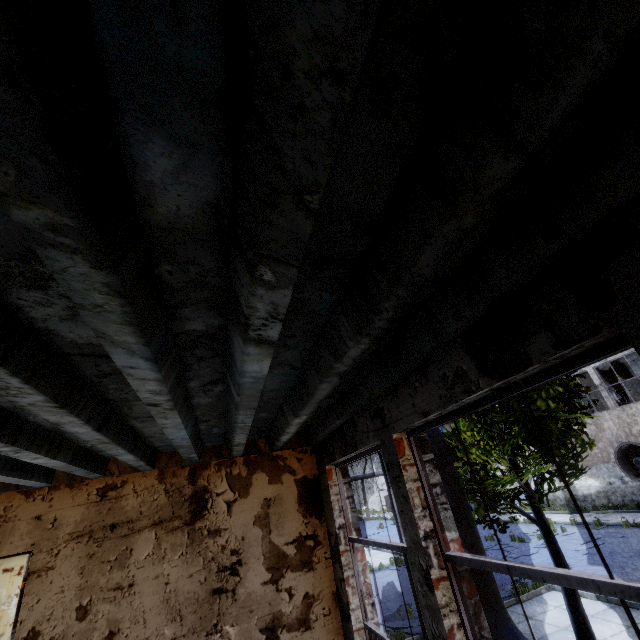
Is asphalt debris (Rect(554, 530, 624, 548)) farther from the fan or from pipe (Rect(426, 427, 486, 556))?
pipe (Rect(426, 427, 486, 556))

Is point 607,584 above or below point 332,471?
below

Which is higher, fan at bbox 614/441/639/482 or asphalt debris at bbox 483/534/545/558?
fan at bbox 614/441/639/482

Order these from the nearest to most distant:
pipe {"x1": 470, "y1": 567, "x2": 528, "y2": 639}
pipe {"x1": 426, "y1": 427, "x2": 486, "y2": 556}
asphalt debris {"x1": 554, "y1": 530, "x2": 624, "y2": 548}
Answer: pipe {"x1": 470, "y1": 567, "x2": 528, "y2": 639} < pipe {"x1": 426, "y1": 427, "x2": 486, "y2": 556} < asphalt debris {"x1": 554, "y1": 530, "x2": 624, "y2": 548}

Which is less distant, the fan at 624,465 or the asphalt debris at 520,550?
the asphalt debris at 520,550

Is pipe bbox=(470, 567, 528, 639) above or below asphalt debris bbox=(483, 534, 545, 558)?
above

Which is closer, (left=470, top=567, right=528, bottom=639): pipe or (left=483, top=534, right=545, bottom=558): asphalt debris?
(left=470, top=567, right=528, bottom=639): pipe

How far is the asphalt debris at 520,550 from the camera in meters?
14.5 m
